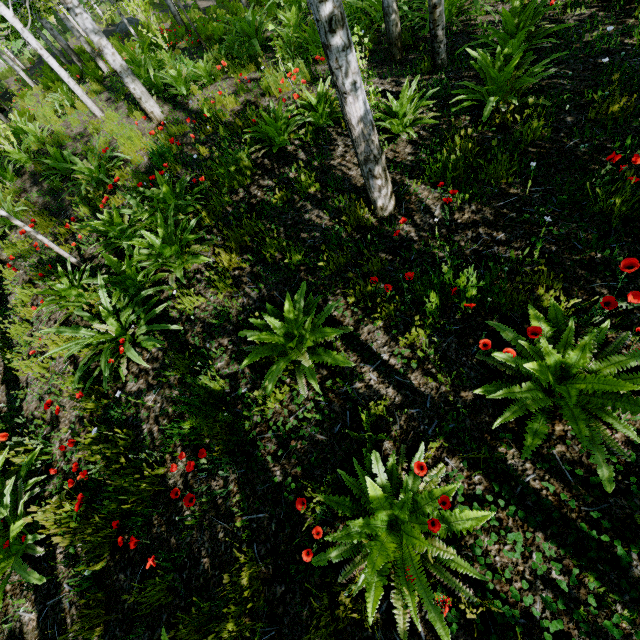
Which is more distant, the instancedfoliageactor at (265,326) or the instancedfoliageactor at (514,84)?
the instancedfoliageactor at (514,84)

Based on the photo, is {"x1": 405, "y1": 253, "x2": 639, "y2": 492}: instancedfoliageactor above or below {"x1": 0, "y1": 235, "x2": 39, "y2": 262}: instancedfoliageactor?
below

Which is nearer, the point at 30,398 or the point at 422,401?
the point at 422,401

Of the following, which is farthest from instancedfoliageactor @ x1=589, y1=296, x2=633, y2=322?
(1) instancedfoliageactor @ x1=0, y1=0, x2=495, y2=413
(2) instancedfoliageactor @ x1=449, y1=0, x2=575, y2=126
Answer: (1) instancedfoliageactor @ x1=0, y1=0, x2=495, y2=413

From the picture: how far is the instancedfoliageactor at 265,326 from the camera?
2.6m

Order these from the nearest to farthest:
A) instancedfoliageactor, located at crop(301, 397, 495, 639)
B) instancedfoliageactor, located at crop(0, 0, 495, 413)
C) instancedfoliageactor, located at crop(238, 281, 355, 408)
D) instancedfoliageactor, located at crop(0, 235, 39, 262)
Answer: instancedfoliageactor, located at crop(301, 397, 495, 639), instancedfoliageactor, located at crop(238, 281, 355, 408), instancedfoliageactor, located at crop(0, 0, 495, 413), instancedfoliageactor, located at crop(0, 235, 39, 262)

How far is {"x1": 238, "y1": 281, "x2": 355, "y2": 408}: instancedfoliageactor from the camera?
2.60m

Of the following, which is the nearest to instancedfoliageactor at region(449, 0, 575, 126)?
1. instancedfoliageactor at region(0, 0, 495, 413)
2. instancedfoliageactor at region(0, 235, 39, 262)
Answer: instancedfoliageactor at region(0, 235, 39, 262)
